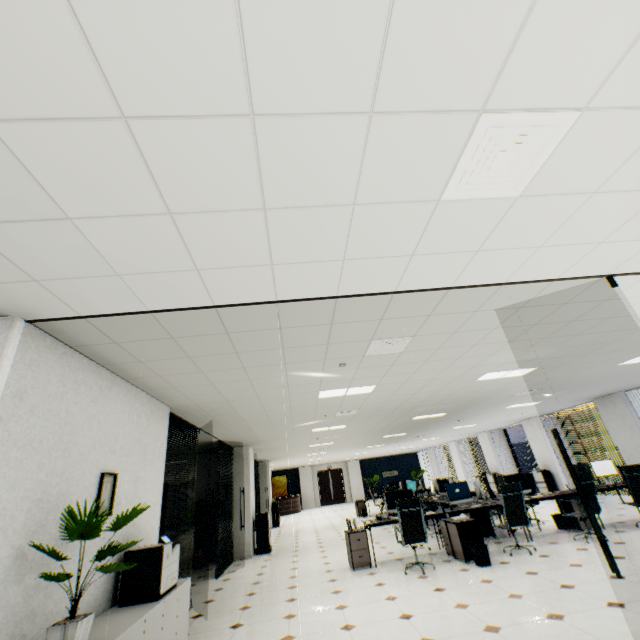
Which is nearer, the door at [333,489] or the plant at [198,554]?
the plant at [198,554]

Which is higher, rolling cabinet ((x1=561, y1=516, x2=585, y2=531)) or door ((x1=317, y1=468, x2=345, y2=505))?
door ((x1=317, y1=468, x2=345, y2=505))

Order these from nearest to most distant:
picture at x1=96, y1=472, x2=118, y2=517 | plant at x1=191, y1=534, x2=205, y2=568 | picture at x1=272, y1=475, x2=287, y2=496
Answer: picture at x1=96, y1=472, x2=118, y2=517 → plant at x1=191, y1=534, x2=205, y2=568 → picture at x1=272, y1=475, x2=287, y2=496

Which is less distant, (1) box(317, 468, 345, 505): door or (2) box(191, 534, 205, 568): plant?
(2) box(191, 534, 205, 568): plant

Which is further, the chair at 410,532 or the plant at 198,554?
the plant at 198,554

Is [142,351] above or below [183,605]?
above

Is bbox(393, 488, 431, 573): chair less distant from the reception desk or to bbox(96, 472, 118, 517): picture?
bbox(96, 472, 118, 517): picture

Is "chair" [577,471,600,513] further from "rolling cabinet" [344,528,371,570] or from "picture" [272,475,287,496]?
"picture" [272,475,287,496]
